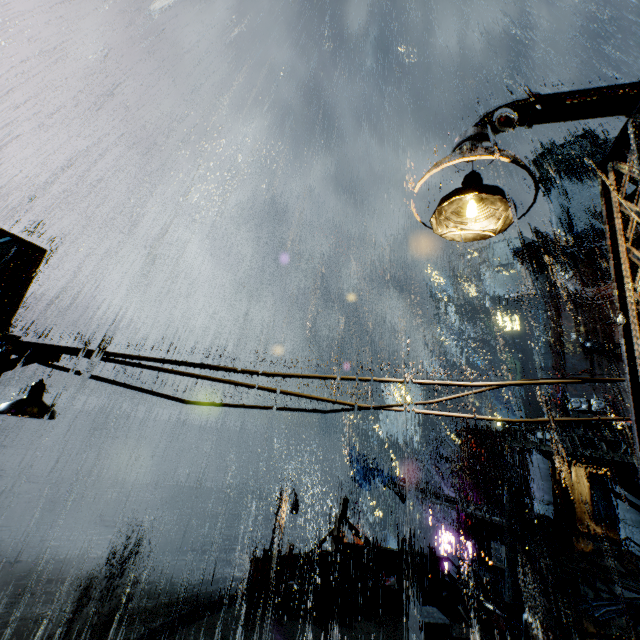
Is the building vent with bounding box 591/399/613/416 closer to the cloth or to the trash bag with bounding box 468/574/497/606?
the cloth

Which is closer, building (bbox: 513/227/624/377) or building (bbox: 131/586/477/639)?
building (bbox: 131/586/477/639)

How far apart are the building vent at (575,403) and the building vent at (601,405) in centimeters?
24cm

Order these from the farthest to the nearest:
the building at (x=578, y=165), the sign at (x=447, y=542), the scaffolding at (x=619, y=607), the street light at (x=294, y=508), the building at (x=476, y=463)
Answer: the building at (x=578, y=165)
the sign at (x=447, y=542)
the building at (x=476, y=463)
the street light at (x=294, y=508)
the scaffolding at (x=619, y=607)

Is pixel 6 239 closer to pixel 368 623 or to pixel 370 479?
pixel 368 623

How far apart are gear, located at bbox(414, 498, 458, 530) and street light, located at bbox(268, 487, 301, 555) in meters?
25.2 m

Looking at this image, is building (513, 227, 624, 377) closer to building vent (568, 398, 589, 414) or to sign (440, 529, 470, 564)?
building vent (568, 398, 589, 414)

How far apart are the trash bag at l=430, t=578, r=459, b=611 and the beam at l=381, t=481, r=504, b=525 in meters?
10.0 m
